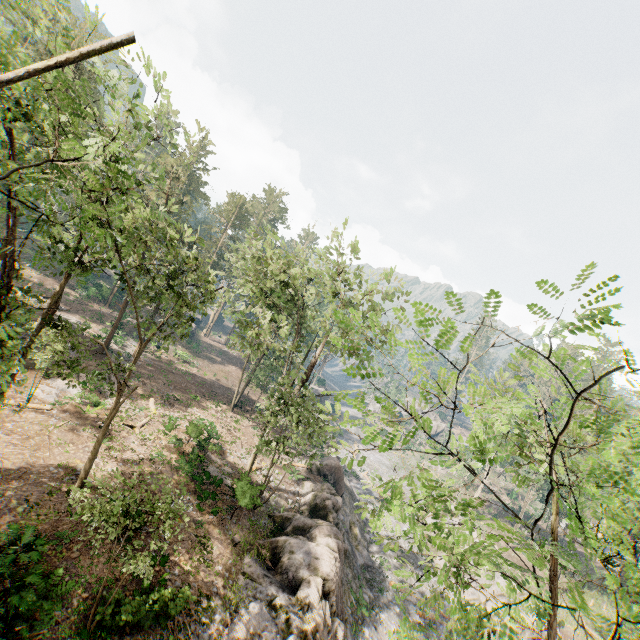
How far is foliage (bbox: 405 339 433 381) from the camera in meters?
4.2 m

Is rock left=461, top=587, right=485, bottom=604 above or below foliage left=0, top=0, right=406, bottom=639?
below

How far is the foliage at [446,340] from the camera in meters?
2.9

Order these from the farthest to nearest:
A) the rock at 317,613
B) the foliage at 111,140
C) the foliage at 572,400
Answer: the rock at 317,613 < the foliage at 111,140 < the foliage at 572,400

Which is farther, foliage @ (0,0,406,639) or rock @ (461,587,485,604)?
rock @ (461,587,485,604)

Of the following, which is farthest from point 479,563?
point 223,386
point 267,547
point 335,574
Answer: point 223,386

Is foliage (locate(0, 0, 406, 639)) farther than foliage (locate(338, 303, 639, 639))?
Yes
